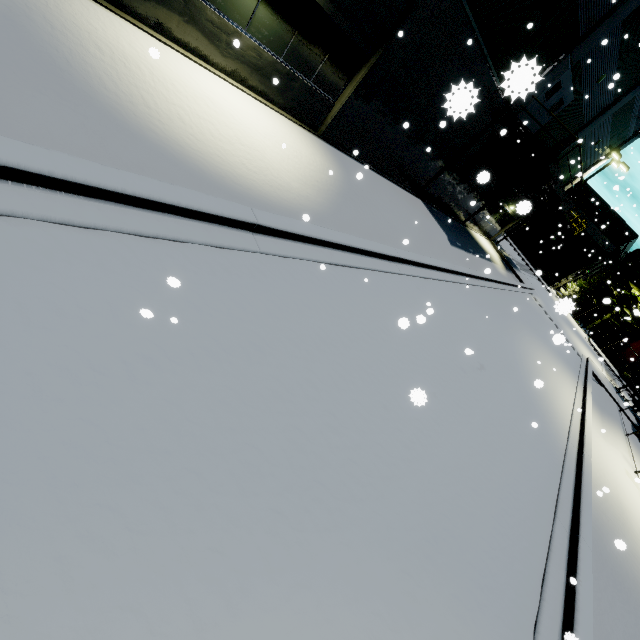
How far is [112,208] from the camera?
3.7 meters

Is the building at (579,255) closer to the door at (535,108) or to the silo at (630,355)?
the door at (535,108)

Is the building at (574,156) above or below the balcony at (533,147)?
above

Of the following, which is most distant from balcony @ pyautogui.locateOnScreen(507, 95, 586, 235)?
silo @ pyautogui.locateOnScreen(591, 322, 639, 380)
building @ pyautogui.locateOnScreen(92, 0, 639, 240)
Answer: silo @ pyautogui.locateOnScreen(591, 322, 639, 380)

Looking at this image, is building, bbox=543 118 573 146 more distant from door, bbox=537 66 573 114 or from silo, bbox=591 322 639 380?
silo, bbox=591 322 639 380

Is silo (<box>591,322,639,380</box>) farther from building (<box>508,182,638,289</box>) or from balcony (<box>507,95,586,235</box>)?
building (<box>508,182,638,289</box>)
